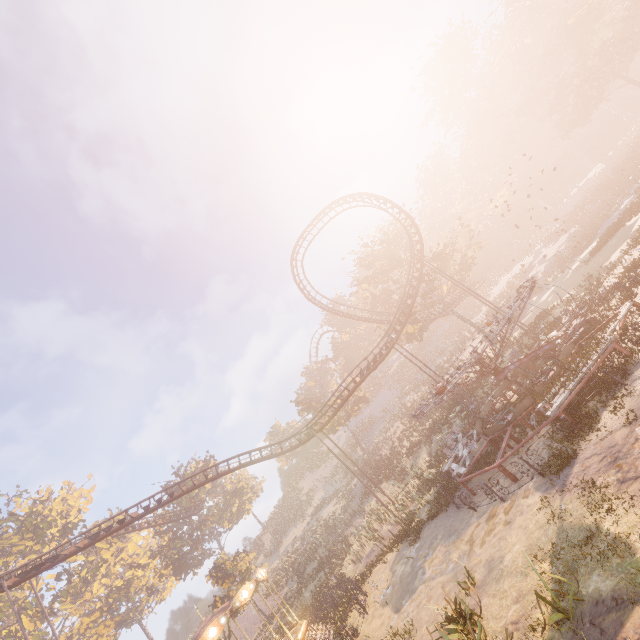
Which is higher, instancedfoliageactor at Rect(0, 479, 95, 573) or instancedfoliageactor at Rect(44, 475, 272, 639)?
instancedfoliageactor at Rect(0, 479, 95, 573)

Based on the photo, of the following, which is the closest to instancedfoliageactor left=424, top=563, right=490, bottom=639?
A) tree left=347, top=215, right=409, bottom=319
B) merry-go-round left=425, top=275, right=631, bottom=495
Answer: merry-go-round left=425, top=275, right=631, bottom=495

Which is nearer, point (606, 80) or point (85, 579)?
point (85, 579)

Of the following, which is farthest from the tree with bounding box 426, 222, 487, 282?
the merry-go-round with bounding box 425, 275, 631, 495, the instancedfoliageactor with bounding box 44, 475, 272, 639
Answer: → the instancedfoliageactor with bounding box 44, 475, 272, 639

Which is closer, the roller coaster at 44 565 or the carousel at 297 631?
the carousel at 297 631

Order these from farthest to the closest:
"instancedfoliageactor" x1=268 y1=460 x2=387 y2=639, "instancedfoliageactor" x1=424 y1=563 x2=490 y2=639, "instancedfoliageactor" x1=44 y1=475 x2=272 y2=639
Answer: "instancedfoliageactor" x1=44 y1=475 x2=272 y2=639 → "instancedfoliageactor" x1=268 y1=460 x2=387 y2=639 → "instancedfoliageactor" x1=424 y1=563 x2=490 y2=639

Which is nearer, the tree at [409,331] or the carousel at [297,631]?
the carousel at [297,631]

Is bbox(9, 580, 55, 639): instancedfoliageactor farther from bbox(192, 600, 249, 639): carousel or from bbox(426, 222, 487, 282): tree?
bbox(426, 222, 487, 282): tree
